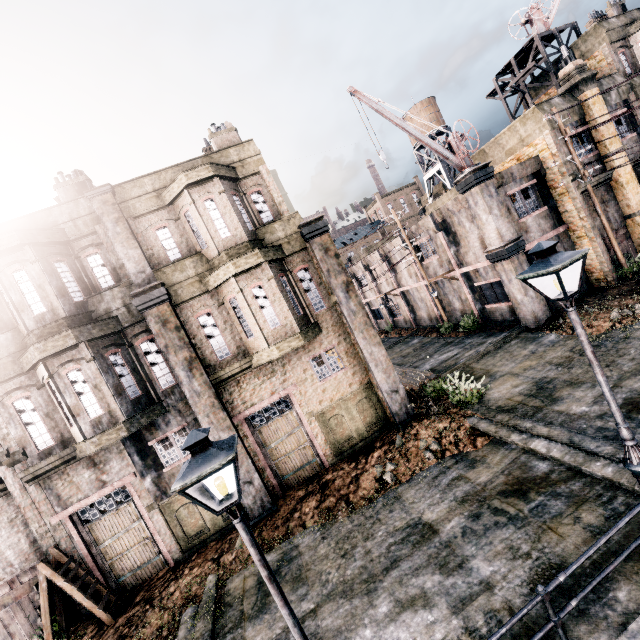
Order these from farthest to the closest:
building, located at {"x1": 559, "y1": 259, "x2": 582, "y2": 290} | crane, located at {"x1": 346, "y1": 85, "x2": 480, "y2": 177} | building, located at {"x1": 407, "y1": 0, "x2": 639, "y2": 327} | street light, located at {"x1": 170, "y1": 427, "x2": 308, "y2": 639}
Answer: building, located at {"x1": 559, "y1": 259, "x2": 582, "y2": 290} → building, located at {"x1": 407, "y1": 0, "x2": 639, "y2": 327} → crane, located at {"x1": 346, "y1": 85, "x2": 480, "y2": 177} → street light, located at {"x1": 170, "y1": 427, "x2": 308, "y2": 639}

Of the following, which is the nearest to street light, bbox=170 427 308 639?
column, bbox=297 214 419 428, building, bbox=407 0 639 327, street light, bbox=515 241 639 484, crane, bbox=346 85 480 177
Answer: street light, bbox=515 241 639 484

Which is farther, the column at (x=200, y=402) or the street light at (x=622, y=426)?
the column at (x=200, y=402)

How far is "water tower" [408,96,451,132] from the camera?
37.9 meters

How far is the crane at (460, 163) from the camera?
15.9m

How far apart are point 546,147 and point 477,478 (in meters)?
18.37

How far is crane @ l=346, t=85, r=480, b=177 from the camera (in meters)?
15.85

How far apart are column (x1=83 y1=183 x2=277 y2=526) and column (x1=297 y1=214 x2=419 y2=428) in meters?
5.5 m
